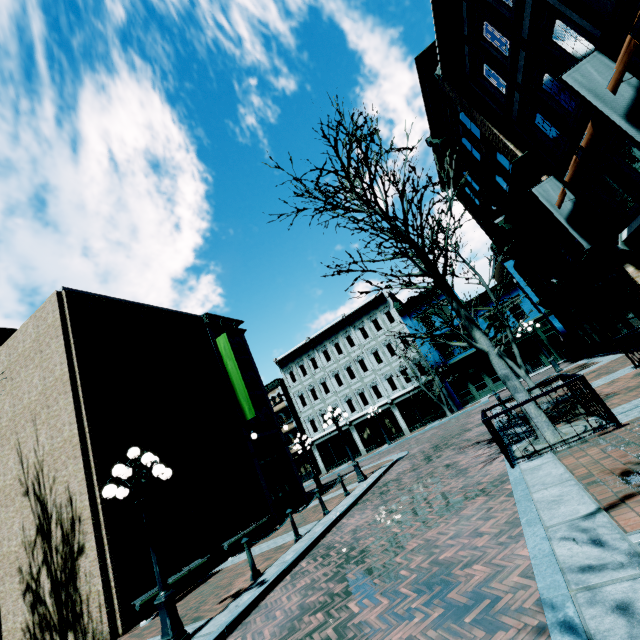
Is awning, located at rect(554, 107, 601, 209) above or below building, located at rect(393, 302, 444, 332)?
below

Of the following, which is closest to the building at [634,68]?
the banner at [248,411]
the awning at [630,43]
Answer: the awning at [630,43]

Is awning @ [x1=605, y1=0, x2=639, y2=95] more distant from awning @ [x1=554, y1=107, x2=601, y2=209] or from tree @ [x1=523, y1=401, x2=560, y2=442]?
tree @ [x1=523, y1=401, x2=560, y2=442]

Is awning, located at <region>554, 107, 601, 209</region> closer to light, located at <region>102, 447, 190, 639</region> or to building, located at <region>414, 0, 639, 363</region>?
building, located at <region>414, 0, 639, 363</region>

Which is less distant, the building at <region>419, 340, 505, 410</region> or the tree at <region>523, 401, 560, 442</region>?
the tree at <region>523, 401, 560, 442</region>

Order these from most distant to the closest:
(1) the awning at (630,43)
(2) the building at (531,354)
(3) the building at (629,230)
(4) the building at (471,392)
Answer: (4) the building at (471,392)
(2) the building at (531,354)
(3) the building at (629,230)
(1) the awning at (630,43)

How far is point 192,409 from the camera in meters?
14.8

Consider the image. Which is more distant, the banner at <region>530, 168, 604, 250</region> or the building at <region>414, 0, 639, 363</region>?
the banner at <region>530, 168, 604, 250</region>
